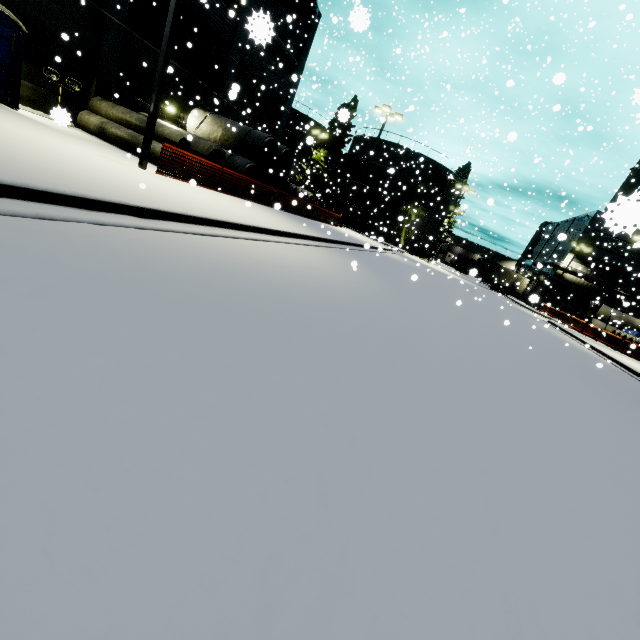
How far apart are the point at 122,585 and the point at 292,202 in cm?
826

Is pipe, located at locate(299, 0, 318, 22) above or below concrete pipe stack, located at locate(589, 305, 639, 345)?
above

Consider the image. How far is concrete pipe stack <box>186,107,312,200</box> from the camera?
18.5 meters

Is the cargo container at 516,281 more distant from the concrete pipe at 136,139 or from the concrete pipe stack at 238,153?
the concrete pipe at 136,139

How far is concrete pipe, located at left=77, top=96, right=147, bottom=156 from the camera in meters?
14.3

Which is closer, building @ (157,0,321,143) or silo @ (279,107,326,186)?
building @ (157,0,321,143)

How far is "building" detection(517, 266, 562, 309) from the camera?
46.2 meters

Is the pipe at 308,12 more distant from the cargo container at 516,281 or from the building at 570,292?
the cargo container at 516,281
